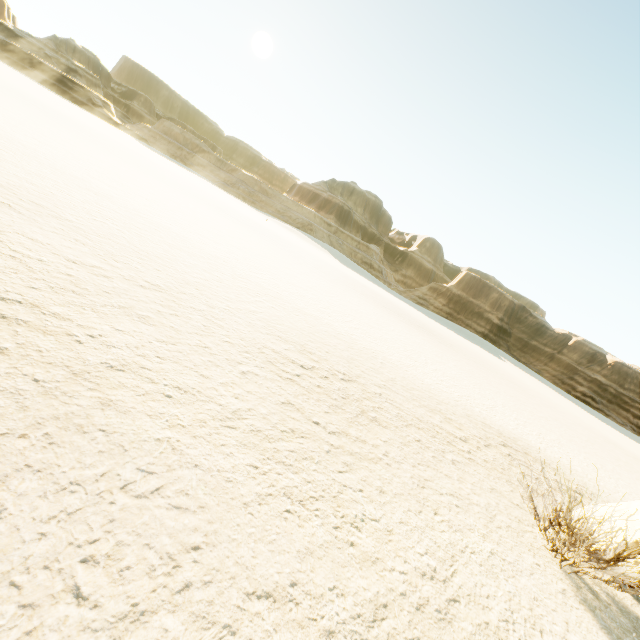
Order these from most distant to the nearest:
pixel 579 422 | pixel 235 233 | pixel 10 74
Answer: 1. pixel 10 74
2. pixel 579 422
3. pixel 235 233
